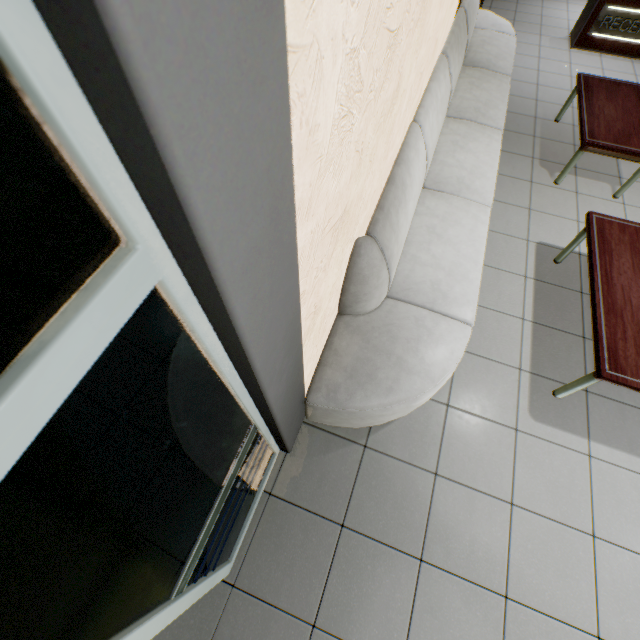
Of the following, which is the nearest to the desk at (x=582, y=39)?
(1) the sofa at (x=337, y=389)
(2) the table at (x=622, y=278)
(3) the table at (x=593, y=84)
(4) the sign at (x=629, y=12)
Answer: (4) the sign at (x=629, y=12)

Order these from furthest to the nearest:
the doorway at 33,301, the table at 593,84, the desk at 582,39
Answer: the desk at 582,39 < the table at 593,84 < the doorway at 33,301

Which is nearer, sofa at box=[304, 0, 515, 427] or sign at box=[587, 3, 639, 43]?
sofa at box=[304, 0, 515, 427]

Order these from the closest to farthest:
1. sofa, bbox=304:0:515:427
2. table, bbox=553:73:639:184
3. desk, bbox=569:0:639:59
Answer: sofa, bbox=304:0:515:427, table, bbox=553:73:639:184, desk, bbox=569:0:639:59

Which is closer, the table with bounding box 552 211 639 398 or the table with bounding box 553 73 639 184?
the table with bounding box 552 211 639 398

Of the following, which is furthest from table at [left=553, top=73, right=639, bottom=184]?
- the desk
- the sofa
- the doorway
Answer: the doorway

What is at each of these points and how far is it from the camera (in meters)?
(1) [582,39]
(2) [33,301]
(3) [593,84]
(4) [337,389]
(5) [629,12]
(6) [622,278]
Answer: (1) desk, 5.50
(2) doorway, 0.35
(3) table, 3.88
(4) sofa, 1.82
(5) sign, 5.07
(6) table, 2.38
